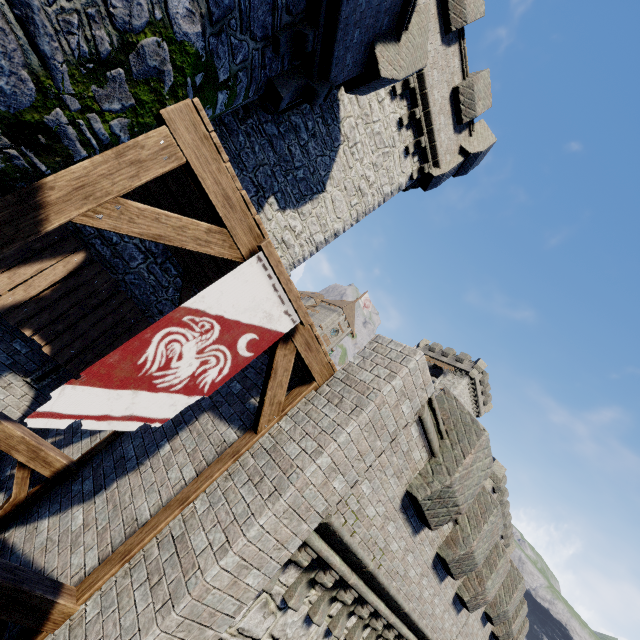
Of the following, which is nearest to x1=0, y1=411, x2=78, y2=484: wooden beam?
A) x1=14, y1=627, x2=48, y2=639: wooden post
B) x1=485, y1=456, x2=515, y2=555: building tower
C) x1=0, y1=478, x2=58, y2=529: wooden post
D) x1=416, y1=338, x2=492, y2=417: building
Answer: x1=0, y1=478, x2=58, y2=529: wooden post

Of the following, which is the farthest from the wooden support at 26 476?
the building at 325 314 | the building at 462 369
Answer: the building at 325 314

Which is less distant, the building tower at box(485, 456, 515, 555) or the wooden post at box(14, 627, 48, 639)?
the wooden post at box(14, 627, 48, 639)

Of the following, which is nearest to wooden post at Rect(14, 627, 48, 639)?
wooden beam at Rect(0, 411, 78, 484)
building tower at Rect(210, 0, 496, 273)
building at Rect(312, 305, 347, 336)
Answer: wooden beam at Rect(0, 411, 78, 484)

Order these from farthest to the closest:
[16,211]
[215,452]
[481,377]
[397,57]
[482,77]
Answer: [481,377]
[482,77]
[397,57]
[215,452]
[16,211]

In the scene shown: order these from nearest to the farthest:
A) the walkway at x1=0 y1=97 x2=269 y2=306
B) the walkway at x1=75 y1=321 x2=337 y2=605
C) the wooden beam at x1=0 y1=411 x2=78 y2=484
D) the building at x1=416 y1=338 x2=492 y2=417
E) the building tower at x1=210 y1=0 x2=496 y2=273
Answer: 1. the walkway at x1=0 y1=97 x2=269 y2=306
2. the walkway at x1=75 y1=321 x2=337 y2=605
3. the wooden beam at x1=0 y1=411 x2=78 y2=484
4. the building tower at x1=210 y1=0 x2=496 y2=273
5. the building at x1=416 y1=338 x2=492 y2=417

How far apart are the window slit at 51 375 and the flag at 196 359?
5.5m

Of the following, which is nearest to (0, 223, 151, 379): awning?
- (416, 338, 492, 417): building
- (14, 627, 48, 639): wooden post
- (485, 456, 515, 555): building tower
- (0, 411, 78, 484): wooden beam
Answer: (0, 411, 78, 484): wooden beam
